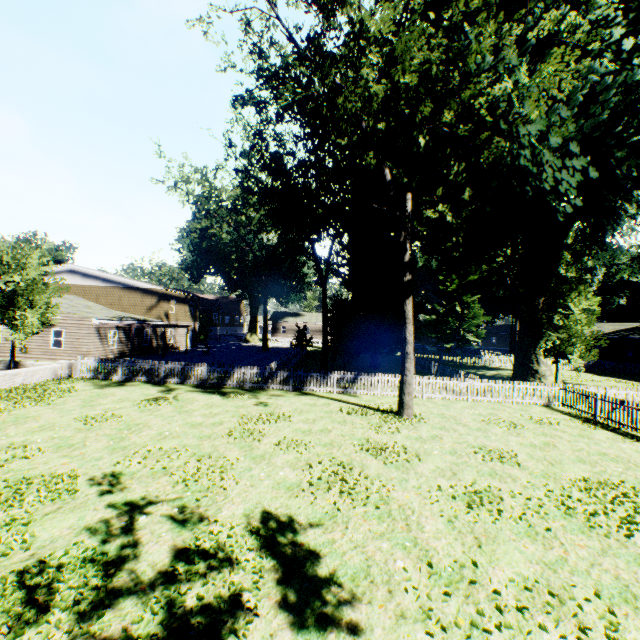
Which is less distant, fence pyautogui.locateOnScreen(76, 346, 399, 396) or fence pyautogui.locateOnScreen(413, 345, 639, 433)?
fence pyautogui.locateOnScreen(413, 345, 639, 433)

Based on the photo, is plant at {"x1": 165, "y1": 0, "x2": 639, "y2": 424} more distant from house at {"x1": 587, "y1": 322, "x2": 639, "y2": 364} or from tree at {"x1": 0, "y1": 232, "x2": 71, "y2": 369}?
tree at {"x1": 0, "y1": 232, "x2": 71, "y2": 369}

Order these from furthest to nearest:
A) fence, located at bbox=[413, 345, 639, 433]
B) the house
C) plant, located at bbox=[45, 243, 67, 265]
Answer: plant, located at bbox=[45, 243, 67, 265]
the house
fence, located at bbox=[413, 345, 639, 433]

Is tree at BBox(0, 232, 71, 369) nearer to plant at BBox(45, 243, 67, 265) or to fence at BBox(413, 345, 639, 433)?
fence at BBox(413, 345, 639, 433)

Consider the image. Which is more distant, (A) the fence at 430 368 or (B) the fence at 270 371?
(B) the fence at 270 371

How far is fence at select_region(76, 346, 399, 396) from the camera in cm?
1822

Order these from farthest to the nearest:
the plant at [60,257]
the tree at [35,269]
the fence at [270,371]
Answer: the plant at [60,257] → the fence at [270,371] → the tree at [35,269]

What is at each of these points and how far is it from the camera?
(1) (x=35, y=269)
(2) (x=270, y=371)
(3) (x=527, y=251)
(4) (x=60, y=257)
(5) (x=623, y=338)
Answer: (1) tree, 17.9m
(2) fence, 18.4m
(3) plant, 24.9m
(4) plant, 49.5m
(5) house, 42.5m
